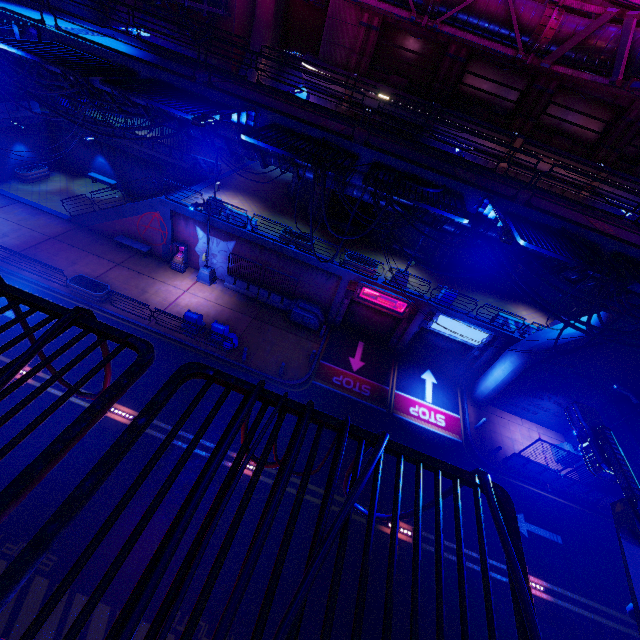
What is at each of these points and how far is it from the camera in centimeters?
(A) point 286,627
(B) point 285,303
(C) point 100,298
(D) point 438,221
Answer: (A) cable, 160cm
(B) fence, 2252cm
(C) plant holder, 1855cm
(D) walkway, 1254cm

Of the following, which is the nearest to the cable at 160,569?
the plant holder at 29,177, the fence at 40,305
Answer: the fence at 40,305

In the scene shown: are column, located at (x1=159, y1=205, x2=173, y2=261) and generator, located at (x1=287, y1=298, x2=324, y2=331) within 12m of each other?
yes

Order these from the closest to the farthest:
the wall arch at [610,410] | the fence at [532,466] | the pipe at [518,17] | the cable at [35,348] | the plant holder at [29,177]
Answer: the cable at [35,348], the pipe at [518,17], the fence at [532,466], the wall arch at [610,410], the plant holder at [29,177]

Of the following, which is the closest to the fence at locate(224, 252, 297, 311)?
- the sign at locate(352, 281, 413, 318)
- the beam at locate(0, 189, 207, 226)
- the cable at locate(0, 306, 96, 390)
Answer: the beam at locate(0, 189, 207, 226)

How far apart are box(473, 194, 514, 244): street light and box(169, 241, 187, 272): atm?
18.3 meters

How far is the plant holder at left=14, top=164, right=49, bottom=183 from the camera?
25.2 meters

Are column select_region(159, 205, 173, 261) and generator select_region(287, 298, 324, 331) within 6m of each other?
no
